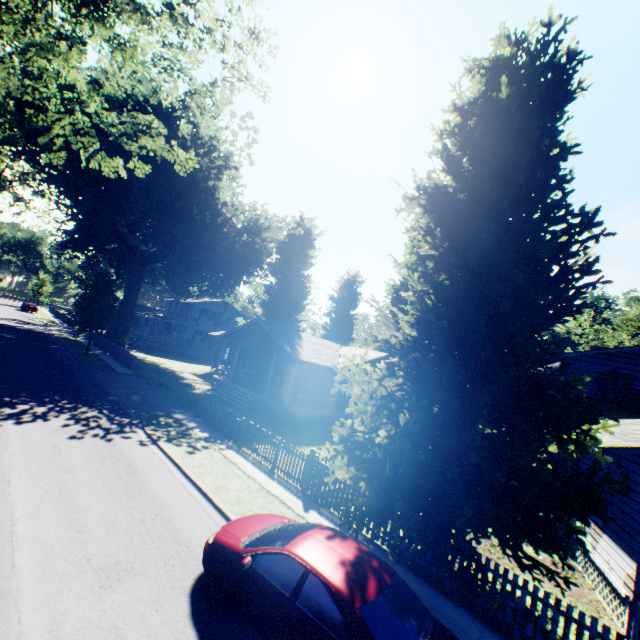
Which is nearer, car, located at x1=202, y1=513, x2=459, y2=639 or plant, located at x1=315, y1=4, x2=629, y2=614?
car, located at x1=202, y1=513, x2=459, y2=639

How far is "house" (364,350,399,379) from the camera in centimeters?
2775cm

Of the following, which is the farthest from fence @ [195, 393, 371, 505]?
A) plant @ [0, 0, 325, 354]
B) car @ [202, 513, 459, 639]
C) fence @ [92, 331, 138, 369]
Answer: fence @ [92, 331, 138, 369]

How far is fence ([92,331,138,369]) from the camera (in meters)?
27.42

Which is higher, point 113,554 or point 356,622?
point 356,622

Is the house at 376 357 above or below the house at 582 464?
above

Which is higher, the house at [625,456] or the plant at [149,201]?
the plant at [149,201]
